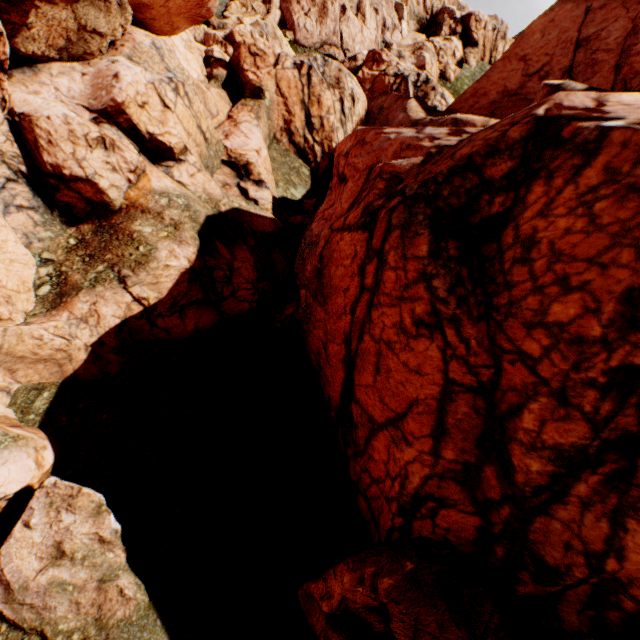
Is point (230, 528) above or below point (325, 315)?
below
